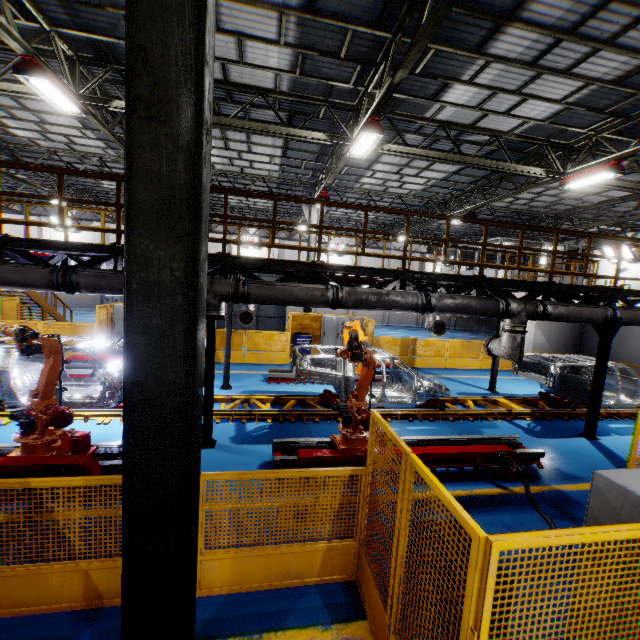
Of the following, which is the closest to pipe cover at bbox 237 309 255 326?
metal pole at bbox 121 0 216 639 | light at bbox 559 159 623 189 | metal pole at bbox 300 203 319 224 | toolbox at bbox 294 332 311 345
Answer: toolbox at bbox 294 332 311 345

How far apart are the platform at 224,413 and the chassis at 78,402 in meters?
0.0 m

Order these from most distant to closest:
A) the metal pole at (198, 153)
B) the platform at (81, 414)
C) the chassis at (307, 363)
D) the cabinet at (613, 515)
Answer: the chassis at (307, 363), the platform at (81, 414), the cabinet at (613, 515), the metal pole at (198, 153)

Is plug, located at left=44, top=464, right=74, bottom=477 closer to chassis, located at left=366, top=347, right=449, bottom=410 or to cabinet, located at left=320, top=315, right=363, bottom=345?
chassis, located at left=366, top=347, right=449, bottom=410

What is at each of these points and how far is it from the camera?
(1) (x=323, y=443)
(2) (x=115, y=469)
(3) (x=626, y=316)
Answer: (1) metal platform, 7.02m
(2) metal platform, 5.54m
(3) vent pipe, 8.00m

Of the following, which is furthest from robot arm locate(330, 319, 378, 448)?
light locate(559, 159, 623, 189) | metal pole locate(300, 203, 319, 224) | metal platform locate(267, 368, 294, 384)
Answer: metal pole locate(300, 203, 319, 224)

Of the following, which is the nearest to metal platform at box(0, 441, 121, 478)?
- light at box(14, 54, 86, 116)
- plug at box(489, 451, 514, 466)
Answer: plug at box(489, 451, 514, 466)

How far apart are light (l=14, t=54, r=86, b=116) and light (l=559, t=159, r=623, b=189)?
14.5 meters
